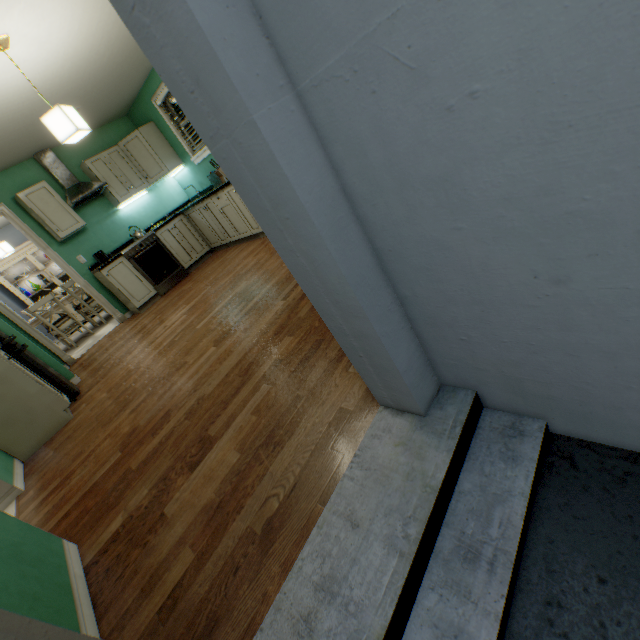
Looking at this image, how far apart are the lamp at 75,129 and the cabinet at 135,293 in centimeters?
241cm

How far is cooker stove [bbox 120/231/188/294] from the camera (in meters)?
4.98

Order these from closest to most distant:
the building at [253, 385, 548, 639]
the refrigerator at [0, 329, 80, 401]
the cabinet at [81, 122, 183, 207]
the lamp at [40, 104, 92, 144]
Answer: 1. the building at [253, 385, 548, 639]
2. the lamp at [40, 104, 92, 144]
3. the refrigerator at [0, 329, 80, 401]
4. the cabinet at [81, 122, 183, 207]

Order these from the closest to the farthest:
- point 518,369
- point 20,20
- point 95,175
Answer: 1. point 518,369
2. point 20,20
3. point 95,175

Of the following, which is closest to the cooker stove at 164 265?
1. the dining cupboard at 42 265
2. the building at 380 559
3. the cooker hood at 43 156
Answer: the cooker hood at 43 156

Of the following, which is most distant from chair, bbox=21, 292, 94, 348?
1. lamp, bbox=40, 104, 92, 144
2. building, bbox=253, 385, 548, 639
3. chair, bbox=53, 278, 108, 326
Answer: building, bbox=253, 385, 548, 639

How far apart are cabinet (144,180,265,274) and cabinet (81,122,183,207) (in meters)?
0.35

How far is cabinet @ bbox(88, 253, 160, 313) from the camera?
4.8m
